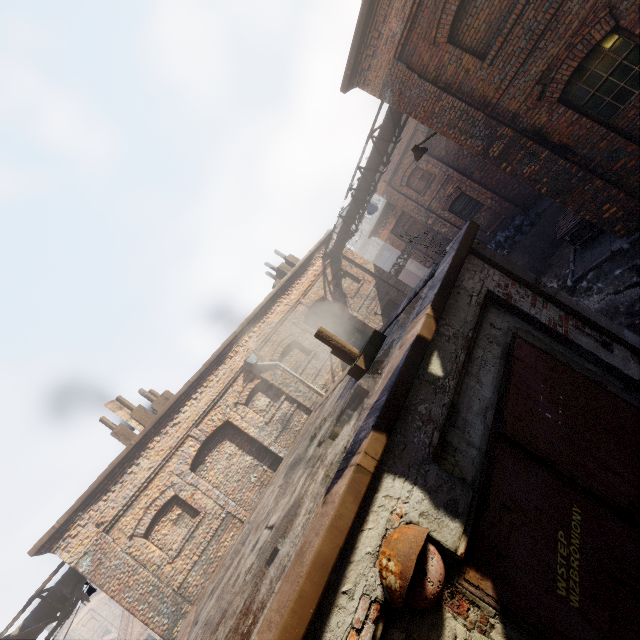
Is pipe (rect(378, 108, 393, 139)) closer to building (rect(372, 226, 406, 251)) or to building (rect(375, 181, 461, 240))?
building (rect(375, 181, 461, 240))

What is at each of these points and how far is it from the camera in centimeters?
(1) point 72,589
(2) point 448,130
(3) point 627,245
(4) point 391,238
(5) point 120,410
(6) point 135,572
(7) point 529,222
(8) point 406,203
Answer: (1) pipe, 855cm
(2) building, 795cm
(3) curb, 733cm
(4) building, 2106cm
(5) building, 1256cm
(6) building, 862cm
(7) trash bag, 1415cm
(8) building, 1836cm

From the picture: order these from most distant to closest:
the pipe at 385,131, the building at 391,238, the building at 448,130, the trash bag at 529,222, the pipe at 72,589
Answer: the building at 391,238, the trash bag at 529,222, the pipe at 385,131, the pipe at 72,589, the building at 448,130

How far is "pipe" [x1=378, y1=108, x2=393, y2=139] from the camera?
10.6m

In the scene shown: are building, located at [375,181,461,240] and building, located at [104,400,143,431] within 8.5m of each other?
no

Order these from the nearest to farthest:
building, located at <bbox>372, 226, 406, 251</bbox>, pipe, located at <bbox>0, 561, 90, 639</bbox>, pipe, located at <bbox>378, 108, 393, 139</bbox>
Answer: pipe, located at <bbox>0, 561, 90, 639</bbox>, pipe, located at <bbox>378, 108, 393, 139</bbox>, building, located at <bbox>372, 226, 406, 251</bbox>

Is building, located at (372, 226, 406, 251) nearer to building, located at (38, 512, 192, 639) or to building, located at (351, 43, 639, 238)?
building, located at (351, 43, 639, 238)

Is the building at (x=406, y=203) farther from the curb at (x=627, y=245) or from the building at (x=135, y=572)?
the building at (x=135, y=572)
